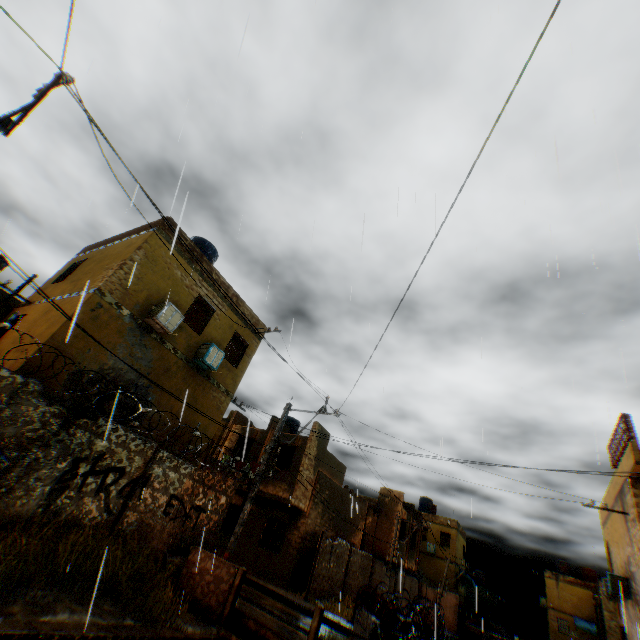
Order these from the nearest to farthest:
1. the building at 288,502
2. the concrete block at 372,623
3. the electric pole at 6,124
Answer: the electric pole at 6,124, the concrete block at 372,623, the building at 288,502

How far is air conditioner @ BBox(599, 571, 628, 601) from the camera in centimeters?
1534cm

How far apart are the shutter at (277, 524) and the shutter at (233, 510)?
2.0m

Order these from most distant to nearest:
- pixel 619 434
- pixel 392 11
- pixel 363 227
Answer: pixel 619 434, pixel 392 11, pixel 363 227

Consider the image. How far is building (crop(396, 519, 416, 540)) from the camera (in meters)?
26.32

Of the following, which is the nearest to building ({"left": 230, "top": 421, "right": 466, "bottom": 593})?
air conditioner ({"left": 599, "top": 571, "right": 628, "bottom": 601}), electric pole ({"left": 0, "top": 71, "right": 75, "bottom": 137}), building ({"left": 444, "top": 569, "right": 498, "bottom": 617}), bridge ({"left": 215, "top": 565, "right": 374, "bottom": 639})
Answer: air conditioner ({"left": 599, "top": 571, "right": 628, "bottom": 601})

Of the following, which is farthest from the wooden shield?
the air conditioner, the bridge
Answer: the bridge

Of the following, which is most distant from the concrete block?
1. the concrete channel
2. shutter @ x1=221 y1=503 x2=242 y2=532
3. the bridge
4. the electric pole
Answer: shutter @ x1=221 y1=503 x2=242 y2=532
